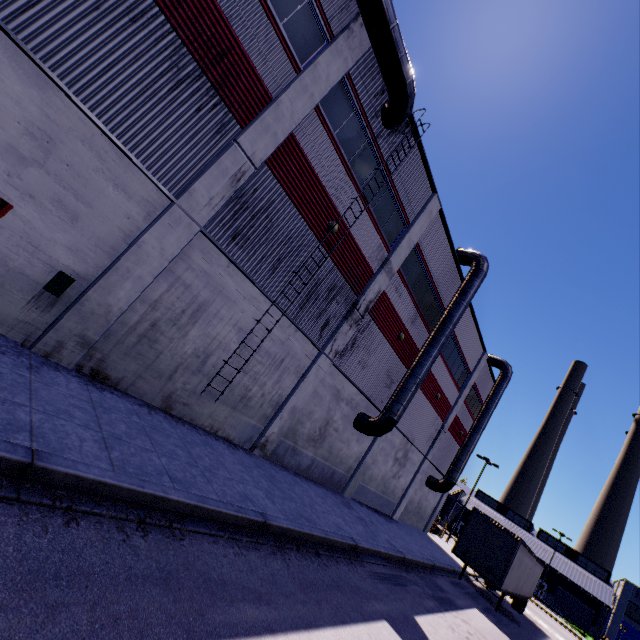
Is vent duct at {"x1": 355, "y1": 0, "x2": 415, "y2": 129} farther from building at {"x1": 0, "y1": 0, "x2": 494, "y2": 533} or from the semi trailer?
the semi trailer

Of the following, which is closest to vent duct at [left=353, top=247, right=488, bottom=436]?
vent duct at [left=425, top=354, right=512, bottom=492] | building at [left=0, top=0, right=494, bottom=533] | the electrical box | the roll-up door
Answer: building at [left=0, top=0, right=494, bottom=533]

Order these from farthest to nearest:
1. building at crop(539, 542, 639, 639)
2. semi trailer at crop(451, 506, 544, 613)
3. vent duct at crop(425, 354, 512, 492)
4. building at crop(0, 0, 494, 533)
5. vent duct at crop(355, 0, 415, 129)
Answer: building at crop(539, 542, 639, 639), vent duct at crop(425, 354, 512, 492), semi trailer at crop(451, 506, 544, 613), vent duct at crop(355, 0, 415, 129), building at crop(0, 0, 494, 533)

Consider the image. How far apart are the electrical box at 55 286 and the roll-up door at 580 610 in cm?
8114

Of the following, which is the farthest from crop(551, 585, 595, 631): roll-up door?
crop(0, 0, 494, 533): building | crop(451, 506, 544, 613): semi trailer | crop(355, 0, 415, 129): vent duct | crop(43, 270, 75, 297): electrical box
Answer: crop(43, 270, 75, 297): electrical box

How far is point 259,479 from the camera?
10.1 meters

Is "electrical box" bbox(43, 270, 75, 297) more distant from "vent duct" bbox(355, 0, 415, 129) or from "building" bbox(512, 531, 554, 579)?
"vent duct" bbox(355, 0, 415, 129)

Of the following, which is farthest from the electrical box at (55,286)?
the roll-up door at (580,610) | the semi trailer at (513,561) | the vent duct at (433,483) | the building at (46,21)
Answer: the roll-up door at (580,610)
